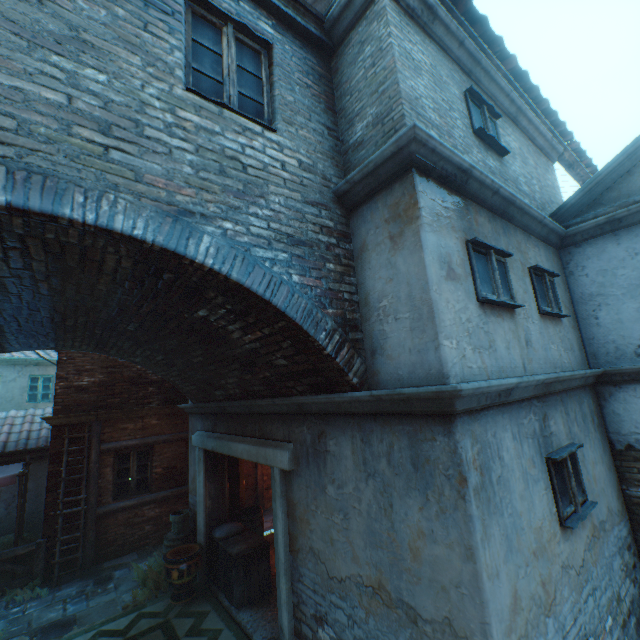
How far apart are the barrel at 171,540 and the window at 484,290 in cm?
829

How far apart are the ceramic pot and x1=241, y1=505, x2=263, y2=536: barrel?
1.2 meters

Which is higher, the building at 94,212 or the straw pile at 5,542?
the building at 94,212

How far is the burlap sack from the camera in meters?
7.1 m

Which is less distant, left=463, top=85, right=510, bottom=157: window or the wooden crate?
left=463, top=85, right=510, bottom=157: window

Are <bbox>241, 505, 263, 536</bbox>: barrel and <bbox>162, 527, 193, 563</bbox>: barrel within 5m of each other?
yes

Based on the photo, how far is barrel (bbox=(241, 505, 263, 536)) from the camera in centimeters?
815cm

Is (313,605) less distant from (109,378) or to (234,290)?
(234,290)
